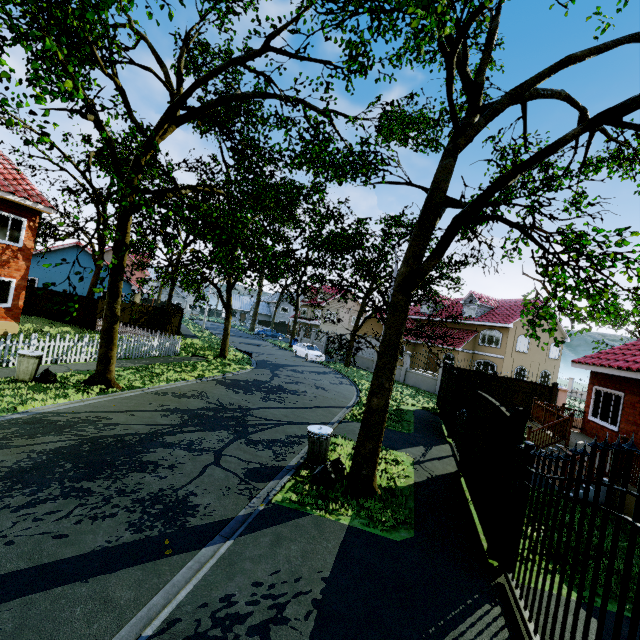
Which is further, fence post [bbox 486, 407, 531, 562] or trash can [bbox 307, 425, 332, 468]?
trash can [bbox 307, 425, 332, 468]

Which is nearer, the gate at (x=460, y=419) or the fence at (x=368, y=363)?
the gate at (x=460, y=419)

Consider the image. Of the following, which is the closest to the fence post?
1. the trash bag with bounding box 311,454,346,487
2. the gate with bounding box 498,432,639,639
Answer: the gate with bounding box 498,432,639,639

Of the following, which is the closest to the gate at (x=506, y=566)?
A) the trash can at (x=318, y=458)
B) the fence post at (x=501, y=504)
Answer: the fence post at (x=501, y=504)

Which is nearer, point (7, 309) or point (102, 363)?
point (102, 363)

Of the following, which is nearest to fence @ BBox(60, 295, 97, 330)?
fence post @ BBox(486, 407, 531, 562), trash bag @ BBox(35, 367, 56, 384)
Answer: trash bag @ BBox(35, 367, 56, 384)

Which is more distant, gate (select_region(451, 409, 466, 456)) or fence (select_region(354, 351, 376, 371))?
fence (select_region(354, 351, 376, 371))

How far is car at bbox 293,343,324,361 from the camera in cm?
2948
